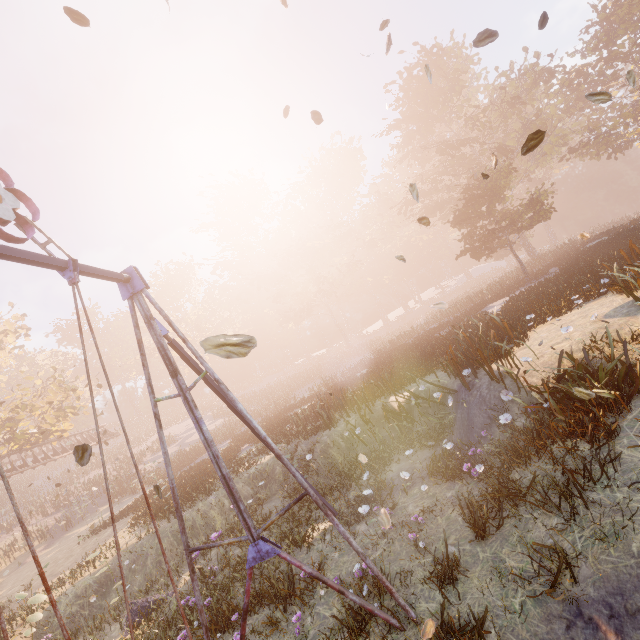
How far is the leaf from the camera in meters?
5.7 m

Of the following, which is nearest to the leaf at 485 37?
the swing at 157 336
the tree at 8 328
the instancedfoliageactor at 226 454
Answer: the swing at 157 336

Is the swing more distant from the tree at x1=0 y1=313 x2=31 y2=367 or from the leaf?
the tree at x1=0 y1=313 x2=31 y2=367

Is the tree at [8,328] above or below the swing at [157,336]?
above

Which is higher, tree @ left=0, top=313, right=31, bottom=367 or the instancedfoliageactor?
tree @ left=0, top=313, right=31, bottom=367

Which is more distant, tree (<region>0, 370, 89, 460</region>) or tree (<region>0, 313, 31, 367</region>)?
tree (<region>0, 313, 31, 367</region>)

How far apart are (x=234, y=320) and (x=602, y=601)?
55.84m

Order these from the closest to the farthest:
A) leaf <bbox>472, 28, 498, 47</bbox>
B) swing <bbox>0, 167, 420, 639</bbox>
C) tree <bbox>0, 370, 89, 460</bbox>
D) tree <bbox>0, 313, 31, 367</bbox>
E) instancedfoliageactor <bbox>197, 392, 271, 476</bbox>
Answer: swing <bbox>0, 167, 420, 639</bbox>
leaf <bbox>472, 28, 498, 47</bbox>
instancedfoliageactor <bbox>197, 392, 271, 476</bbox>
tree <bbox>0, 370, 89, 460</bbox>
tree <bbox>0, 313, 31, 367</bbox>
